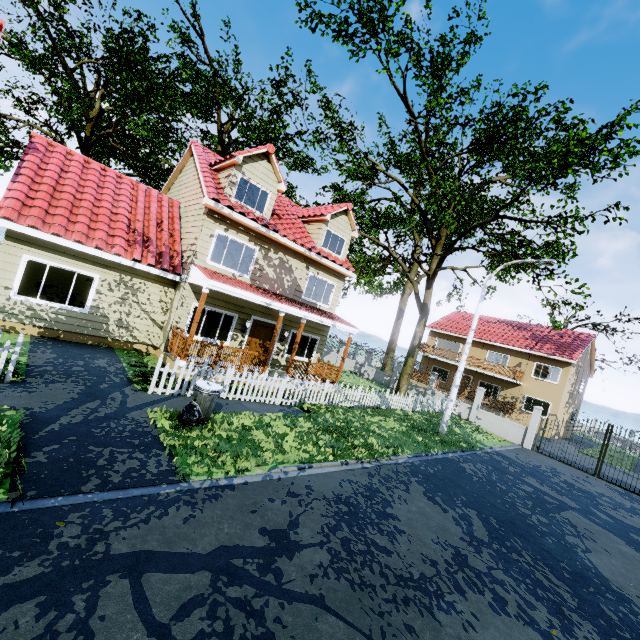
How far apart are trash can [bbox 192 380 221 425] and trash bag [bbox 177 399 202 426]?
0.0m

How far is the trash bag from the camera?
7.2 meters

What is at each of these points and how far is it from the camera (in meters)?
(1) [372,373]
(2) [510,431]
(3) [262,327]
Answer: (1) fence, 27.86
(2) fence, 19.62
(3) door, 14.80

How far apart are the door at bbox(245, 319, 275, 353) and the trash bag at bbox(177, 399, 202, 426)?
6.56m

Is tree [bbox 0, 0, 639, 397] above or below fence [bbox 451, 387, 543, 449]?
above

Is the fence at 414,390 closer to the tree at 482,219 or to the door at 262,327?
the tree at 482,219

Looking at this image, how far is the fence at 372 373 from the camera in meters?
26.2 m

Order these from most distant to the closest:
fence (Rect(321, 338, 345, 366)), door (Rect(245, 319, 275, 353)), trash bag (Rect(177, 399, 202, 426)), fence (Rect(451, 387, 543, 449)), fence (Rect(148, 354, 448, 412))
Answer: fence (Rect(321, 338, 345, 366))
fence (Rect(451, 387, 543, 449))
door (Rect(245, 319, 275, 353))
fence (Rect(148, 354, 448, 412))
trash bag (Rect(177, 399, 202, 426))
